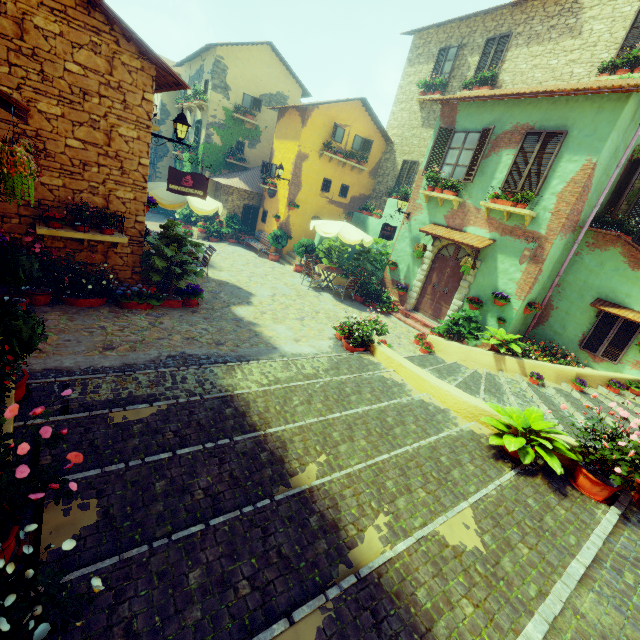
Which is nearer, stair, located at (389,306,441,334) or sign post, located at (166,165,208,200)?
sign post, located at (166,165,208,200)

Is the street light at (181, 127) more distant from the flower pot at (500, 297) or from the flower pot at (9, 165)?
the flower pot at (500, 297)

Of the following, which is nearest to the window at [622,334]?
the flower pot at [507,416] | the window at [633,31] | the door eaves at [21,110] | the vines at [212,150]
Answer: the vines at [212,150]

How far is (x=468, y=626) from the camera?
2.61m

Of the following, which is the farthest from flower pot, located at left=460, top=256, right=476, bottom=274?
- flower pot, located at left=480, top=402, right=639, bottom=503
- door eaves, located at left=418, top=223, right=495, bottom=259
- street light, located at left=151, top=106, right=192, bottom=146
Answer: street light, located at left=151, top=106, right=192, bottom=146

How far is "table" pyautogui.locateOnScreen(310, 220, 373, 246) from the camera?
11.9m

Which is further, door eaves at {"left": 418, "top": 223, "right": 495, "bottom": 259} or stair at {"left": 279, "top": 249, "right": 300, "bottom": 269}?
stair at {"left": 279, "top": 249, "right": 300, "bottom": 269}

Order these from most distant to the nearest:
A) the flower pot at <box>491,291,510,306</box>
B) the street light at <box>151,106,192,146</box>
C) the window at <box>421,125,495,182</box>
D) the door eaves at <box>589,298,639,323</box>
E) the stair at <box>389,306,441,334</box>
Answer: the stair at <box>389,306,441,334</box> → the window at <box>421,125,495,182</box> → the flower pot at <box>491,291,510,306</box> → the door eaves at <box>589,298,639,323</box> → the street light at <box>151,106,192,146</box>
